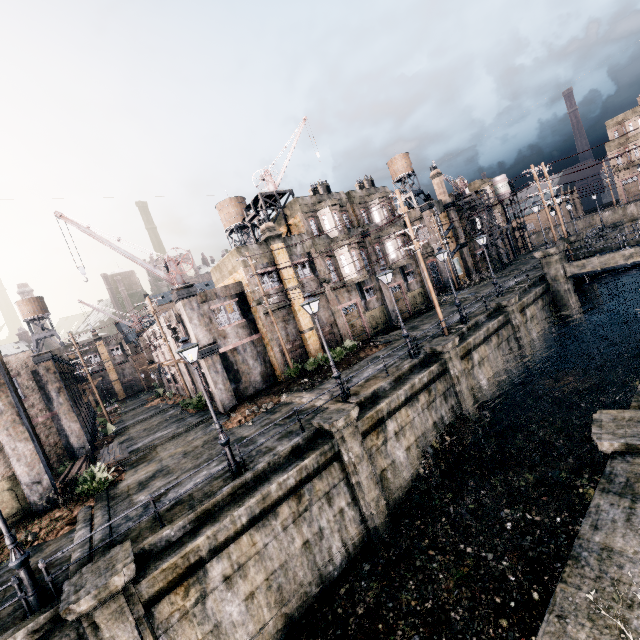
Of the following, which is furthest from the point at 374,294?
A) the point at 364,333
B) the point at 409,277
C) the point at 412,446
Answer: the point at 412,446

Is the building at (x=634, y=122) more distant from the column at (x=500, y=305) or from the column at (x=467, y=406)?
the column at (x=467, y=406)

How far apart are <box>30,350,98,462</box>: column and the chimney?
46.5m

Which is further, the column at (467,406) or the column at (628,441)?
the column at (467,406)

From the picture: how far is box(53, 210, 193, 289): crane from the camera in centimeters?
1903cm

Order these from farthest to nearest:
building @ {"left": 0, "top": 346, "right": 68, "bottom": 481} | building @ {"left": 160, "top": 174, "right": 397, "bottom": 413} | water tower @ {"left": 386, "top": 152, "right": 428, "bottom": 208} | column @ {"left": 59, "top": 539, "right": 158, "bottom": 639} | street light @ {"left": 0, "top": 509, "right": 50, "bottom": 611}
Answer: water tower @ {"left": 386, "top": 152, "right": 428, "bottom": 208}, building @ {"left": 160, "top": 174, "right": 397, "bottom": 413}, building @ {"left": 0, "top": 346, "right": 68, "bottom": 481}, street light @ {"left": 0, "top": 509, "right": 50, "bottom": 611}, column @ {"left": 59, "top": 539, "right": 158, "bottom": 639}

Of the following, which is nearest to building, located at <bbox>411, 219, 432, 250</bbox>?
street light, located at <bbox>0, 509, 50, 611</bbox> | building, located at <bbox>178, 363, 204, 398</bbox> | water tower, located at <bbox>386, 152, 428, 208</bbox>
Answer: water tower, located at <bbox>386, 152, 428, 208</bbox>

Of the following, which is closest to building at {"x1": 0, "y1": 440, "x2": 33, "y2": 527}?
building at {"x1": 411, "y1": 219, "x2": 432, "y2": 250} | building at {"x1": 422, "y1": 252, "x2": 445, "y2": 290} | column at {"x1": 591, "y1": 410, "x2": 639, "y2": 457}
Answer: column at {"x1": 591, "y1": 410, "x2": 639, "y2": 457}
